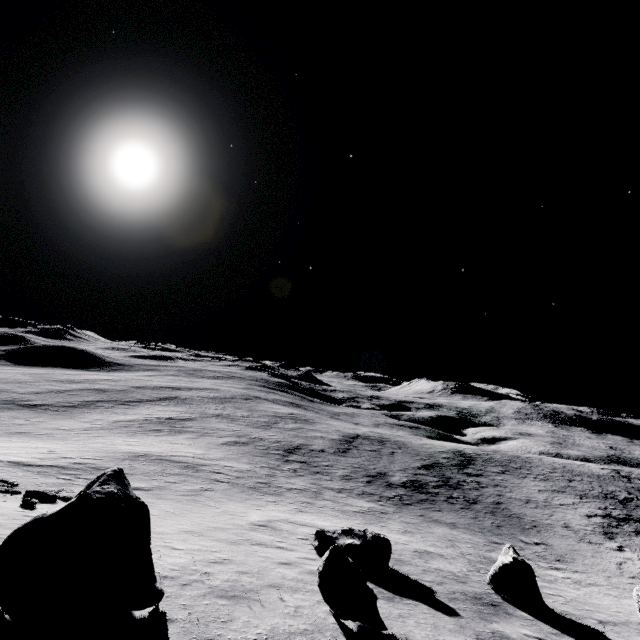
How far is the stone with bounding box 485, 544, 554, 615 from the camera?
14.2m

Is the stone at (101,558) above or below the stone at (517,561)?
above

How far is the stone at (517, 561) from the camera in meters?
14.2 m

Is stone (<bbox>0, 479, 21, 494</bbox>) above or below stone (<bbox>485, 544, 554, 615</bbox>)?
above

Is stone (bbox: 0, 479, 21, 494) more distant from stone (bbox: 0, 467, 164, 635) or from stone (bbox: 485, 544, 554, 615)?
stone (bbox: 485, 544, 554, 615)

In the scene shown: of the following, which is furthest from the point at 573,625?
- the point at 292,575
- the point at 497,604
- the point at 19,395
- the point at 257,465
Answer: the point at 19,395
